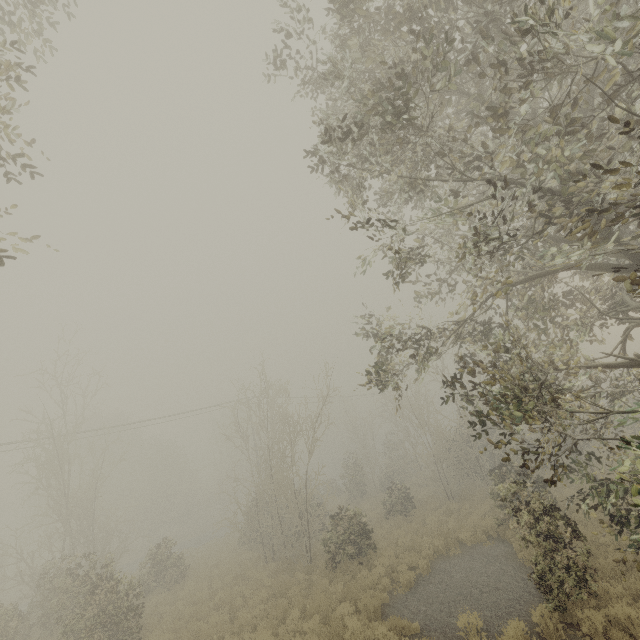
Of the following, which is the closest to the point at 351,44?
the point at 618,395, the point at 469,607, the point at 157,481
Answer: the point at 618,395
